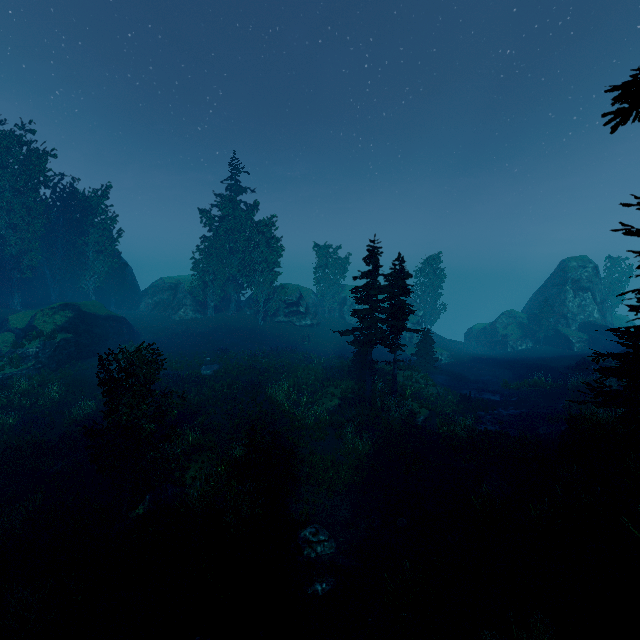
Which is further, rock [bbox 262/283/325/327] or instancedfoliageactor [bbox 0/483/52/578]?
rock [bbox 262/283/325/327]

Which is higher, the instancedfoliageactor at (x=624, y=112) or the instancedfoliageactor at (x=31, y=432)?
the instancedfoliageactor at (x=624, y=112)

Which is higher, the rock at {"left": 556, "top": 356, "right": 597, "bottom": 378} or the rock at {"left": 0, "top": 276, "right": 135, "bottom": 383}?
the rock at {"left": 0, "top": 276, "right": 135, "bottom": 383}

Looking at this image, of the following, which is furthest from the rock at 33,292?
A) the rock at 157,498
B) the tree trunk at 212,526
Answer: the tree trunk at 212,526

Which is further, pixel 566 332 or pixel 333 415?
pixel 566 332

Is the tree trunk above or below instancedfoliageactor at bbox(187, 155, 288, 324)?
below

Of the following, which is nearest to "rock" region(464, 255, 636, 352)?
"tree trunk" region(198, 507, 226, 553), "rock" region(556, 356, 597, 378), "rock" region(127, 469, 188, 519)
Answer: "rock" region(556, 356, 597, 378)

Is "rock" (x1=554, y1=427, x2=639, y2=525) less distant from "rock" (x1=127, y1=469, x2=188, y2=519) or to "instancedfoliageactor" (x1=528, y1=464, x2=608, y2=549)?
"instancedfoliageactor" (x1=528, y1=464, x2=608, y2=549)
